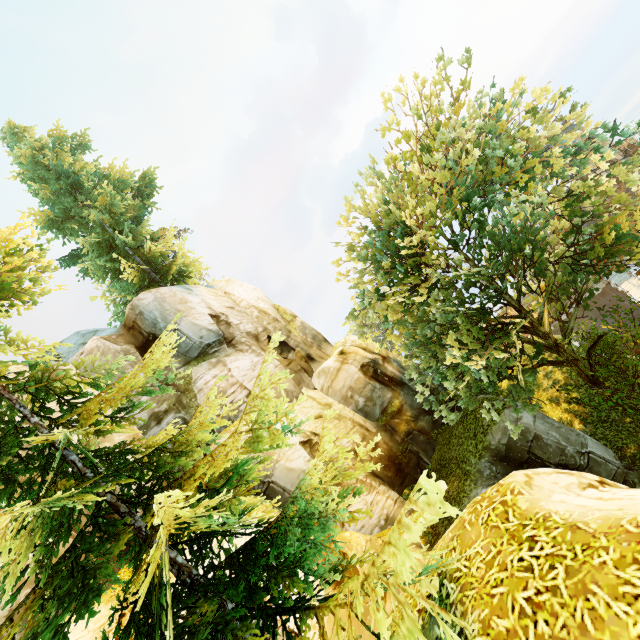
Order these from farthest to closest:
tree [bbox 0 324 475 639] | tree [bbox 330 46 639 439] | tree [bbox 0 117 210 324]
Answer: tree [bbox 0 117 210 324] → tree [bbox 330 46 639 439] → tree [bbox 0 324 475 639]

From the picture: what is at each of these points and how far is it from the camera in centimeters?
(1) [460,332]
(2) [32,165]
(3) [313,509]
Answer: (1) tree, 1221cm
(2) tree, 2205cm
(3) tree, 499cm

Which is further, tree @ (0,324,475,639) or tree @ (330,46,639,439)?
tree @ (330,46,639,439)

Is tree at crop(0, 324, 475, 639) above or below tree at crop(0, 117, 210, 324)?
below

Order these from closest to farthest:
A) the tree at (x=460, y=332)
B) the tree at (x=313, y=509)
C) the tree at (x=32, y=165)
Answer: the tree at (x=313, y=509) → the tree at (x=460, y=332) → the tree at (x=32, y=165)

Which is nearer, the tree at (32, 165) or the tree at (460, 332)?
the tree at (460, 332)
